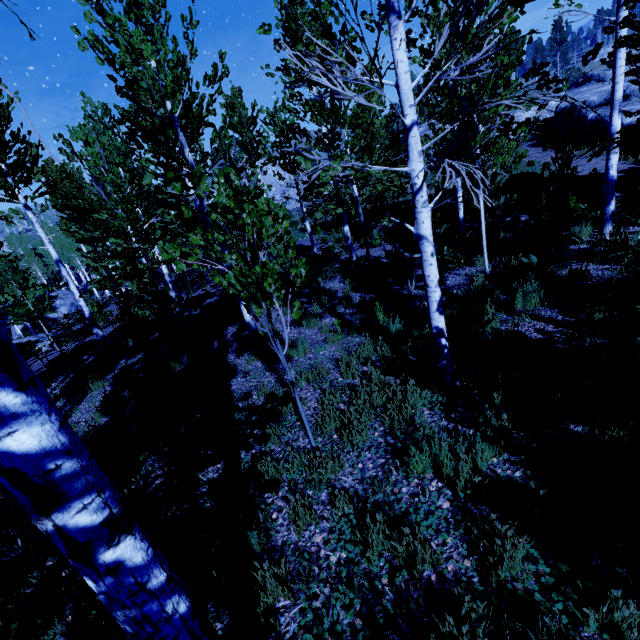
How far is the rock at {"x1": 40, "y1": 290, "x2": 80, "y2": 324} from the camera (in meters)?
33.16

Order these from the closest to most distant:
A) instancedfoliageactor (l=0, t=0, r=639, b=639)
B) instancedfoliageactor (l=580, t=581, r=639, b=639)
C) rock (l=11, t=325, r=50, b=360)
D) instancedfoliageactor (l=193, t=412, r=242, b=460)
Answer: instancedfoliageactor (l=0, t=0, r=639, b=639) → instancedfoliageactor (l=580, t=581, r=639, b=639) → instancedfoliageactor (l=193, t=412, r=242, b=460) → rock (l=11, t=325, r=50, b=360)

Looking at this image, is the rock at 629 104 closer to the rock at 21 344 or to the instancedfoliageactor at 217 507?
the instancedfoliageactor at 217 507

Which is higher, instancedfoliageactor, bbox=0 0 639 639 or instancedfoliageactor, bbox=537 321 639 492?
instancedfoliageactor, bbox=0 0 639 639

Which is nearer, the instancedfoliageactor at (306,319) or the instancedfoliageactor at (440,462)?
the instancedfoliageactor at (440,462)

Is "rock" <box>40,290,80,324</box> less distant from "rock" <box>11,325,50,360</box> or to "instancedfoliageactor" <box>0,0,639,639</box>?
"instancedfoliageactor" <box>0,0,639,639</box>

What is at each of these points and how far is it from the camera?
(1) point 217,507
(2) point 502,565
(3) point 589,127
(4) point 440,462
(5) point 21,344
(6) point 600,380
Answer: (1) instancedfoliageactor, 3.3 meters
(2) instancedfoliageactor, 2.3 meters
(3) rock, 18.5 meters
(4) instancedfoliageactor, 3.1 meters
(5) rock, 20.1 meters
(6) instancedfoliageactor, 3.6 meters

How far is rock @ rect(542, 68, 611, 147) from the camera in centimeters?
1800cm
